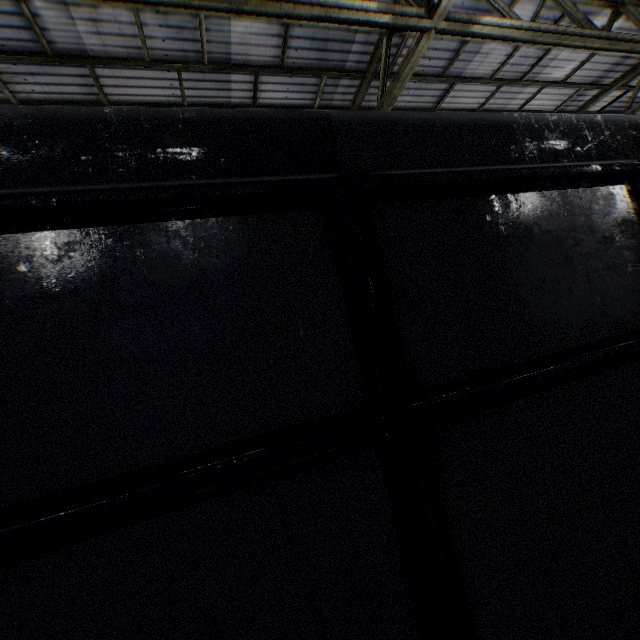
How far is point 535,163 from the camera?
1.75m
